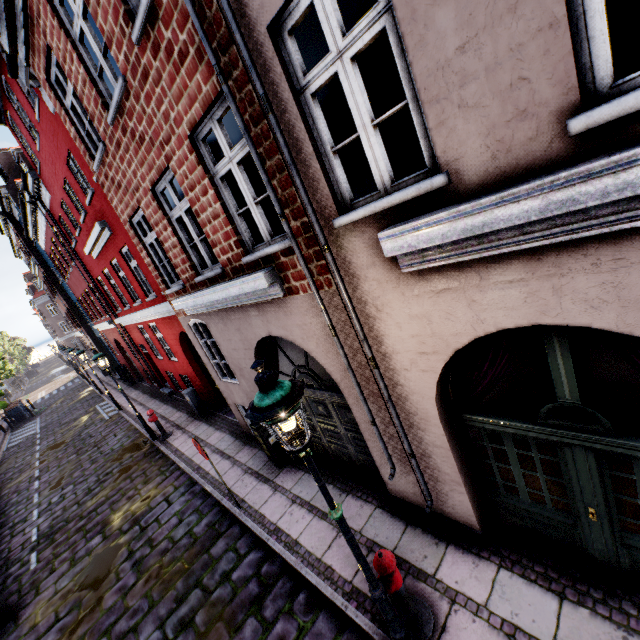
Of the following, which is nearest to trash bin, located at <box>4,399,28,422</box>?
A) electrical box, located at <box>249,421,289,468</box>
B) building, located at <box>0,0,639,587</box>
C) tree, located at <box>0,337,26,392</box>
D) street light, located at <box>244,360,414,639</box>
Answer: street light, located at <box>244,360,414,639</box>

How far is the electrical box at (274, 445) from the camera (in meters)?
7.26

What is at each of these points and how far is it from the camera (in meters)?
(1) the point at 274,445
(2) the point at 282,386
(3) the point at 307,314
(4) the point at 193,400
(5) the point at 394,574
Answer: (1) electrical box, 7.46
(2) street light, 2.56
(3) building, 4.53
(4) electrical box, 12.05
(5) hydrant, 3.60

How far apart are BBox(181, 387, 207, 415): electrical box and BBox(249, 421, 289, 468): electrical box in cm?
560

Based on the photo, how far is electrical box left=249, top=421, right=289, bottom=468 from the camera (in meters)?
7.26

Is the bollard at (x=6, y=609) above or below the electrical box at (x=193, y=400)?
below

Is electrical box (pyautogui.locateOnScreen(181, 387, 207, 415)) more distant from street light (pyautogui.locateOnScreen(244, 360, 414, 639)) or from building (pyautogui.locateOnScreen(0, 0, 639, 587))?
street light (pyautogui.locateOnScreen(244, 360, 414, 639))

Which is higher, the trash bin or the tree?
the tree
